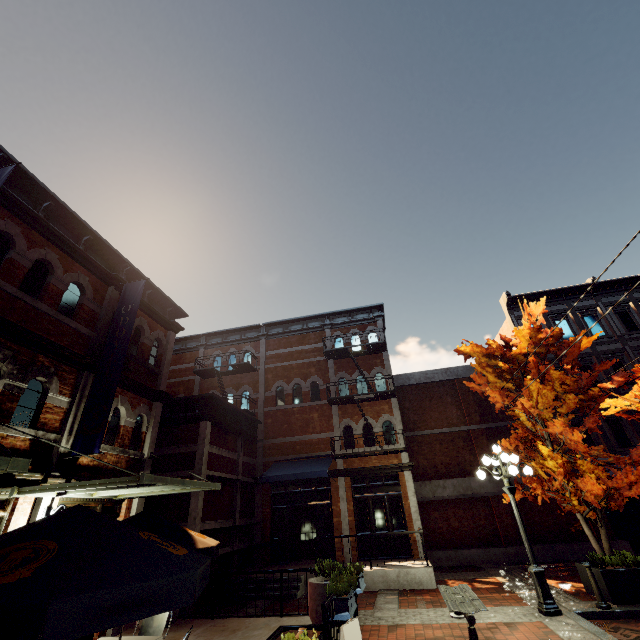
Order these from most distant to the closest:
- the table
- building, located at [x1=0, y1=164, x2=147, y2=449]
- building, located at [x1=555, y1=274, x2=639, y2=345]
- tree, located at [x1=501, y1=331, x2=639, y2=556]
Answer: building, located at [x1=555, y1=274, x2=639, y2=345]
tree, located at [x1=501, y1=331, x2=639, y2=556]
building, located at [x1=0, y1=164, x2=147, y2=449]
the table

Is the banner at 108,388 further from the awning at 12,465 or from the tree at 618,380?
the tree at 618,380

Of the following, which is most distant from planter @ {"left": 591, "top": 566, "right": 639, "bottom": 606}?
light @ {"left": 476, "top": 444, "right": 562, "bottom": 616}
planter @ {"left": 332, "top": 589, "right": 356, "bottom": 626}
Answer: planter @ {"left": 332, "top": 589, "right": 356, "bottom": 626}

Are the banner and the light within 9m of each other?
no

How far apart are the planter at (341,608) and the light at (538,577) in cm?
461

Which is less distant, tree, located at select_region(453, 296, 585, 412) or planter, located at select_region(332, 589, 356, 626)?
planter, located at select_region(332, 589, 356, 626)

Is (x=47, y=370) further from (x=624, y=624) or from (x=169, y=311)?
(x=624, y=624)

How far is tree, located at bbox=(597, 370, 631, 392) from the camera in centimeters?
994cm
